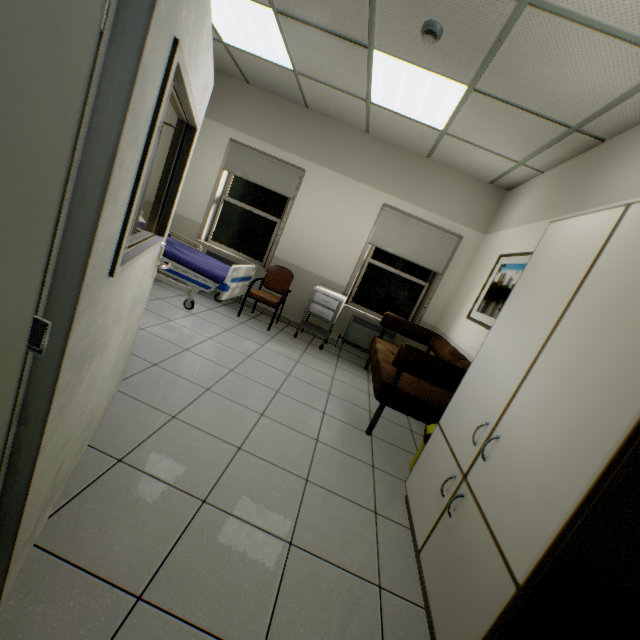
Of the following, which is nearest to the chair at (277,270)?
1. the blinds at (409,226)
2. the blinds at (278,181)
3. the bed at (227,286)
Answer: the bed at (227,286)

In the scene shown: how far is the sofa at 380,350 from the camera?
2.82m

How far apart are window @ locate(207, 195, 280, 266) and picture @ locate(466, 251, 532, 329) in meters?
3.3

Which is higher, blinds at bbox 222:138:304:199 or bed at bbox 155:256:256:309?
blinds at bbox 222:138:304:199

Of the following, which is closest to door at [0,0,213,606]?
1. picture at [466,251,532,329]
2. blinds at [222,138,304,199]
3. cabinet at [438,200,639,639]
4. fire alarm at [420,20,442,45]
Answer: cabinet at [438,200,639,639]

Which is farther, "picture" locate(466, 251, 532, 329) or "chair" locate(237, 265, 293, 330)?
"chair" locate(237, 265, 293, 330)

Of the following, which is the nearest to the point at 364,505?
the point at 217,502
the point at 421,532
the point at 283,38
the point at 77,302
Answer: the point at 421,532

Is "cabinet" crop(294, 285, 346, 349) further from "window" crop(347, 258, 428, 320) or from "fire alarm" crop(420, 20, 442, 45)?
"fire alarm" crop(420, 20, 442, 45)
